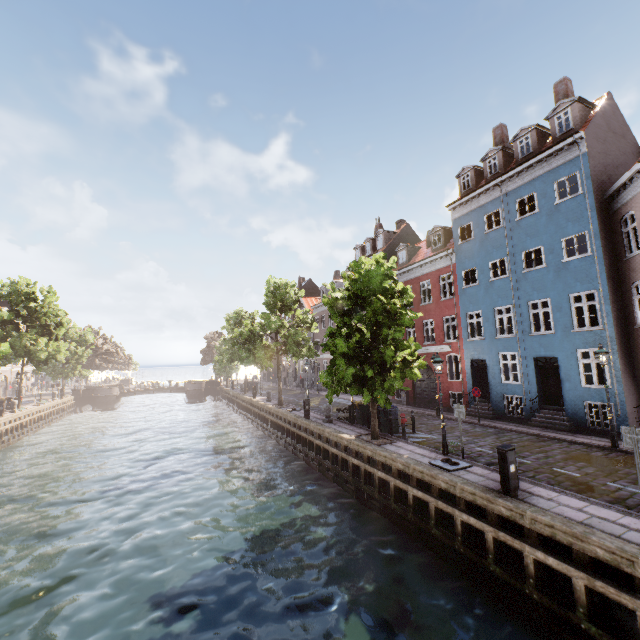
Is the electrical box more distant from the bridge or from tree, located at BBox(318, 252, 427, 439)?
the bridge

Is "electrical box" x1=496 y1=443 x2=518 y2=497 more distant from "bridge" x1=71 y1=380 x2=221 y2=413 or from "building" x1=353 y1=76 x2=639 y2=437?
"bridge" x1=71 y1=380 x2=221 y2=413

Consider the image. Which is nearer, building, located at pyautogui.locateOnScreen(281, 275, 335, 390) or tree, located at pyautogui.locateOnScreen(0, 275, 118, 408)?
tree, located at pyautogui.locateOnScreen(0, 275, 118, 408)

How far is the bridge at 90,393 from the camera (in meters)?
46.62

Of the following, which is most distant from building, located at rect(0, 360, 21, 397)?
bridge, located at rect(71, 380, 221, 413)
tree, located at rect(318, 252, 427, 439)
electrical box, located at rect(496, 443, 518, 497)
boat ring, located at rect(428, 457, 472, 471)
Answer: bridge, located at rect(71, 380, 221, 413)

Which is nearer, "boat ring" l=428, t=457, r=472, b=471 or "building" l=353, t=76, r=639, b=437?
"boat ring" l=428, t=457, r=472, b=471

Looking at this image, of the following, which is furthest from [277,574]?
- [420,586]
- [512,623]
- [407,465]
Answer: [512,623]

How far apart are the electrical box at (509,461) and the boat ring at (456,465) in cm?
196
